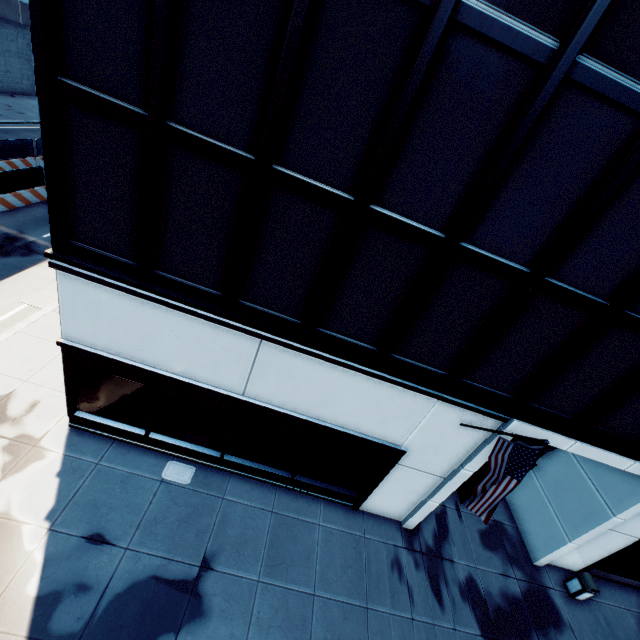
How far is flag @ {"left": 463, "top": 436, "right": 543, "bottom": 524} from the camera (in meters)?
6.63

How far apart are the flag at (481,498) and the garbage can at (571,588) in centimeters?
856cm

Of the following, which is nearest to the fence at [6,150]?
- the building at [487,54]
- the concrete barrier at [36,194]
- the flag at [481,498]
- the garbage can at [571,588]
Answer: the concrete barrier at [36,194]

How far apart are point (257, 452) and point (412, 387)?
5.71m

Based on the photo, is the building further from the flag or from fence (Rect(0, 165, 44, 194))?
fence (Rect(0, 165, 44, 194))

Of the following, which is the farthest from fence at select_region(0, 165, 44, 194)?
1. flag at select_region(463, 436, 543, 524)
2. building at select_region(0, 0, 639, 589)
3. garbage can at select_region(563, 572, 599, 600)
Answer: garbage can at select_region(563, 572, 599, 600)

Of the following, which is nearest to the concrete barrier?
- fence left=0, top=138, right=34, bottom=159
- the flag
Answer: fence left=0, top=138, right=34, bottom=159

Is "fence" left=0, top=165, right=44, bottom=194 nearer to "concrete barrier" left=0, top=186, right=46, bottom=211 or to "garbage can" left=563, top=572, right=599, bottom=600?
"concrete barrier" left=0, top=186, right=46, bottom=211
